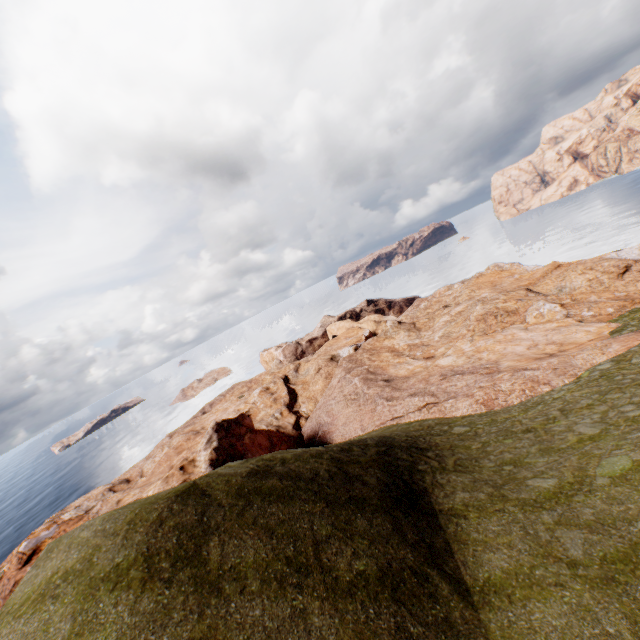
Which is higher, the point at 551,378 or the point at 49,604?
the point at 49,604
